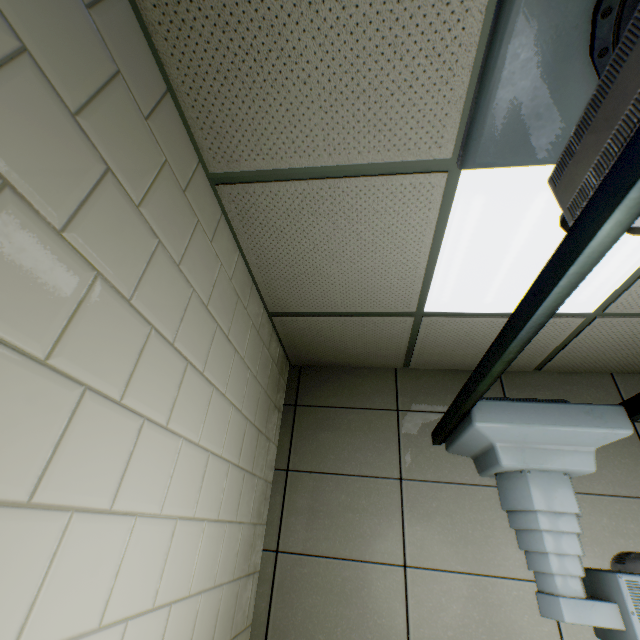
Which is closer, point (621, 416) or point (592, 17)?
point (592, 17)
